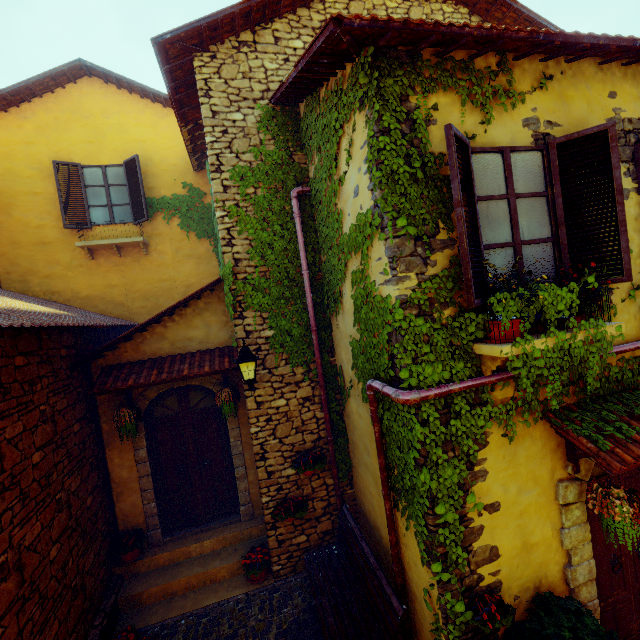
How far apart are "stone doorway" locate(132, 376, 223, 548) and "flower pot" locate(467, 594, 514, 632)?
4.42m

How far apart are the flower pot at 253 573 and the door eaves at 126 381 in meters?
3.3

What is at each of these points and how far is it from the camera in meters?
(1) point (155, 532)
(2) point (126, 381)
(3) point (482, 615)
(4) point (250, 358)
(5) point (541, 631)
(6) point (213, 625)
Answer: (1) stone doorway, 6.1 m
(2) door eaves, 5.5 m
(3) flower pot, 3.3 m
(4) street light, 4.8 m
(5) potted tree, 3.3 m
(6) stair, 5.0 m

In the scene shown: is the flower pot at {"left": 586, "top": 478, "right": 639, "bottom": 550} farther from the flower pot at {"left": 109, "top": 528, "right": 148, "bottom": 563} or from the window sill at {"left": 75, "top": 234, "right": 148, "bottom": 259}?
the window sill at {"left": 75, "top": 234, "right": 148, "bottom": 259}

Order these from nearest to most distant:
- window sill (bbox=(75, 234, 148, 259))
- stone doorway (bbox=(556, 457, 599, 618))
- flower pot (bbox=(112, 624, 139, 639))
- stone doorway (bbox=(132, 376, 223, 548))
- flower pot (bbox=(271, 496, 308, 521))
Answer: stone doorway (bbox=(556, 457, 599, 618))
flower pot (bbox=(112, 624, 139, 639))
flower pot (bbox=(271, 496, 308, 521))
stone doorway (bbox=(132, 376, 223, 548))
window sill (bbox=(75, 234, 148, 259))

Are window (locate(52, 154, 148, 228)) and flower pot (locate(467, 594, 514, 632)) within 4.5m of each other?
no

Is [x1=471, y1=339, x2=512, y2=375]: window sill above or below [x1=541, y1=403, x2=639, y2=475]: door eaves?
above

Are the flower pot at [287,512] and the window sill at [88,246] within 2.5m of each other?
no
